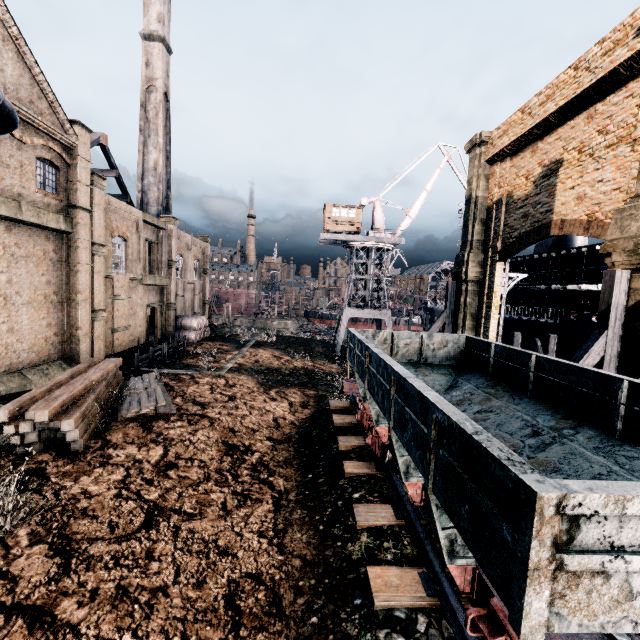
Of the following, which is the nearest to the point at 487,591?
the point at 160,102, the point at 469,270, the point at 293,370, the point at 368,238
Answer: the point at 469,270

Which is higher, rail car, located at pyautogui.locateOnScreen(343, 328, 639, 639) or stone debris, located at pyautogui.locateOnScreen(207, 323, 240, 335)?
rail car, located at pyautogui.locateOnScreen(343, 328, 639, 639)

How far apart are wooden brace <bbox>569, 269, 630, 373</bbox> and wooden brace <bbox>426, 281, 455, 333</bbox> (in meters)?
11.68

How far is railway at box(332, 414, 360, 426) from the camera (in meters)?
13.53

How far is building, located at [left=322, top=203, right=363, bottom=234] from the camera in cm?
3928

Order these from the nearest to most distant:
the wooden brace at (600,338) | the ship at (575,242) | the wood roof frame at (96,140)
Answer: the wooden brace at (600,338) → the ship at (575,242) → the wood roof frame at (96,140)

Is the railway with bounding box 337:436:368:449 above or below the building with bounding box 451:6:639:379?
below

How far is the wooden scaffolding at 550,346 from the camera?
24.86m
